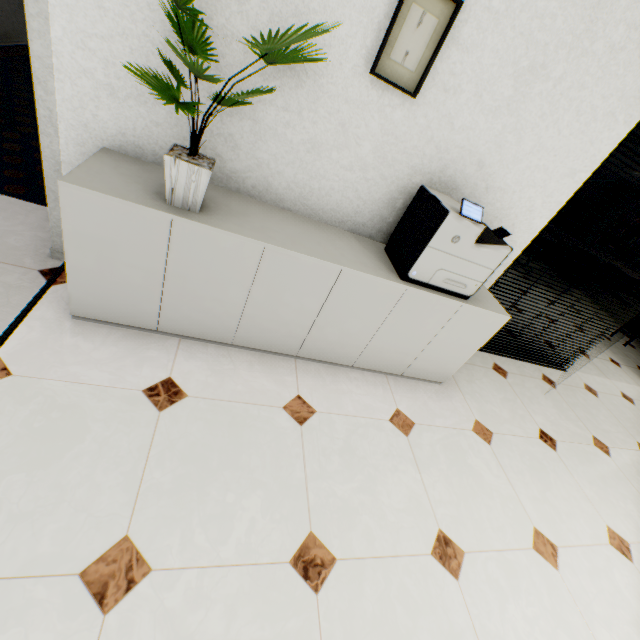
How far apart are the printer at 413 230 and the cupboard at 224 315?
0.0m

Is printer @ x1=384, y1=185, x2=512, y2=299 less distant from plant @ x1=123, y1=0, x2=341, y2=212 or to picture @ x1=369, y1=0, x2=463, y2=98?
picture @ x1=369, y1=0, x2=463, y2=98

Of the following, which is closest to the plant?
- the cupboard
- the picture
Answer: the cupboard

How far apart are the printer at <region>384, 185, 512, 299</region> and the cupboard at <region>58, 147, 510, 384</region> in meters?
0.0

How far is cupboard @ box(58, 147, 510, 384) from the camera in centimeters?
147cm

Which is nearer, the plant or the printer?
the plant

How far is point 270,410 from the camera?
1.8m

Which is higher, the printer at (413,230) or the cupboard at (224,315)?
the printer at (413,230)
